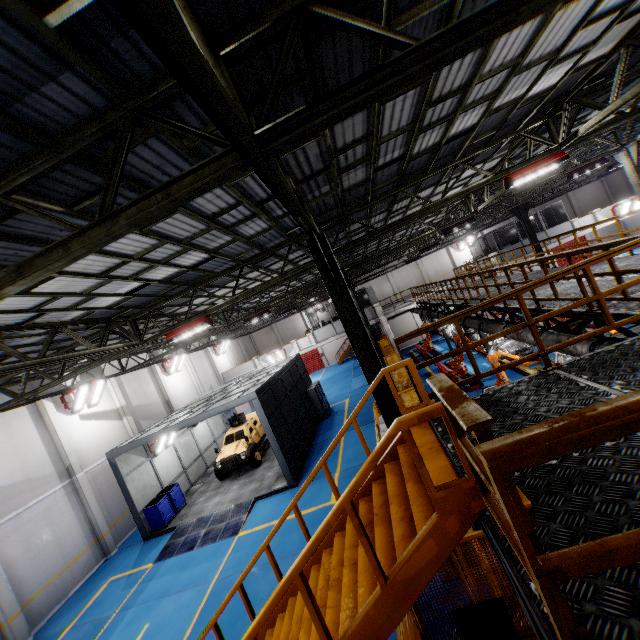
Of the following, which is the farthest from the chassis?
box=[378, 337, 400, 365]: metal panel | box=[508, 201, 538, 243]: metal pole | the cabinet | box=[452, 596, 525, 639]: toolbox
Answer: the cabinet

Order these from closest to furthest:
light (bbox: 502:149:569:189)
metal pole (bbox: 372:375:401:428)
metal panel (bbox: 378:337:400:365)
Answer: metal pole (bbox: 372:375:401:428) < light (bbox: 502:149:569:189) < metal panel (bbox: 378:337:400:365)

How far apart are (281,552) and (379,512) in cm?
778

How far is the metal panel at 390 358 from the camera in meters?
20.8 m

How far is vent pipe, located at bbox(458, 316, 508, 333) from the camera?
10.7m

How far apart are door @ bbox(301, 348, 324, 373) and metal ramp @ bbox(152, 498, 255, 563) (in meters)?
27.78

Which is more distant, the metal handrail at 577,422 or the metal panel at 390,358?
the metal panel at 390,358

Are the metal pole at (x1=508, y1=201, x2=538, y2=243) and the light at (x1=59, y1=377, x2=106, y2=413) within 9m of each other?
no
